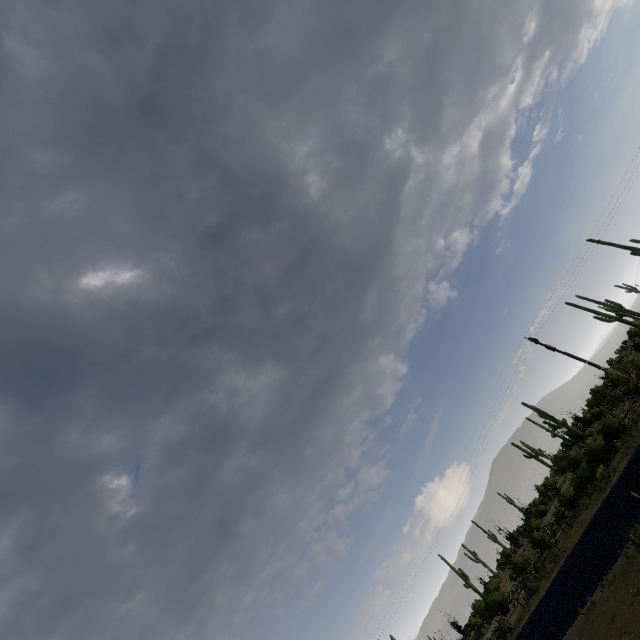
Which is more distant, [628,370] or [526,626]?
[628,370]
